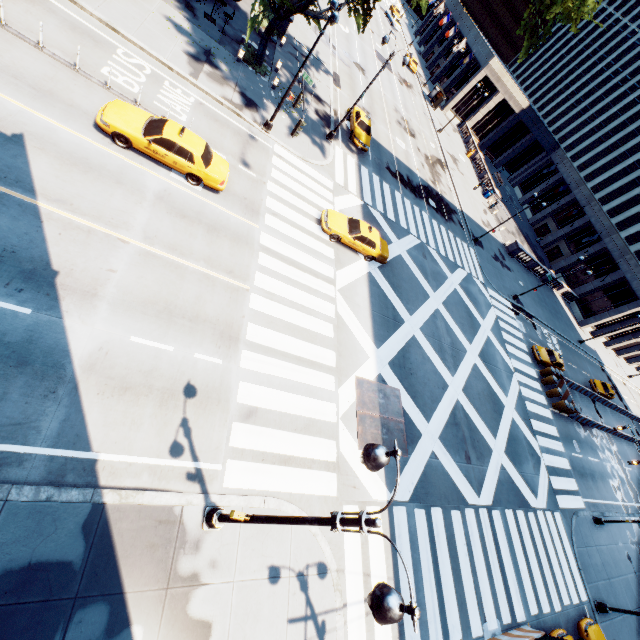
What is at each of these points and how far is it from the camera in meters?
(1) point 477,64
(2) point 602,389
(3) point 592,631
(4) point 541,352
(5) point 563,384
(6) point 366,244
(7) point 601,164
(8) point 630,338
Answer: (1) building, 54.5 m
(2) vehicle, 39.8 m
(3) vehicle, 17.5 m
(4) vehicle, 32.0 m
(5) concrete barrier, 32.5 m
(6) vehicle, 20.0 m
(7) building, 55.2 m
(8) building, 53.4 m

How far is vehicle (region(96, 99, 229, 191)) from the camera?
12.9m

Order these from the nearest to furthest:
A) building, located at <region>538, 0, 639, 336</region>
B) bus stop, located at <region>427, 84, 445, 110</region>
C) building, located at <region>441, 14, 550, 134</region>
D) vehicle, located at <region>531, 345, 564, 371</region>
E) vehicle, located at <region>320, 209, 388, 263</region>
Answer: vehicle, located at <region>320, 209, 388, 263</region>
vehicle, located at <region>531, 345, 564, 371</region>
building, located at <region>538, 0, 639, 336</region>
bus stop, located at <region>427, 84, 445, 110</region>
building, located at <region>441, 14, 550, 134</region>

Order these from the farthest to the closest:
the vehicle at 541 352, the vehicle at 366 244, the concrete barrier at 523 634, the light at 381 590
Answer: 1. the vehicle at 541 352
2. the vehicle at 366 244
3. the concrete barrier at 523 634
4. the light at 381 590

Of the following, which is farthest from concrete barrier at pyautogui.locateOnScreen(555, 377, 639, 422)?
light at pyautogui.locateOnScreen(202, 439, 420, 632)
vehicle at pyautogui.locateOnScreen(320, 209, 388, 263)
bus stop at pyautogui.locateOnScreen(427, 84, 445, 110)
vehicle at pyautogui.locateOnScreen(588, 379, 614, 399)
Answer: bus stop at pyautogui.locateOnScreen(427, 84, 445, 110)

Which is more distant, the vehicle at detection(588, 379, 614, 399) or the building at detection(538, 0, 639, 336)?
the building at detection(538, 0, 639, 336)

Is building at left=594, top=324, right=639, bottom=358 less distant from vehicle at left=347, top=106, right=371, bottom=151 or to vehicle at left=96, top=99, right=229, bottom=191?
vehicle at left=347, top=106, right=371, bottom=151

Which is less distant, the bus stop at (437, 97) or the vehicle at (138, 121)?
the vehicle at (138, 121)
